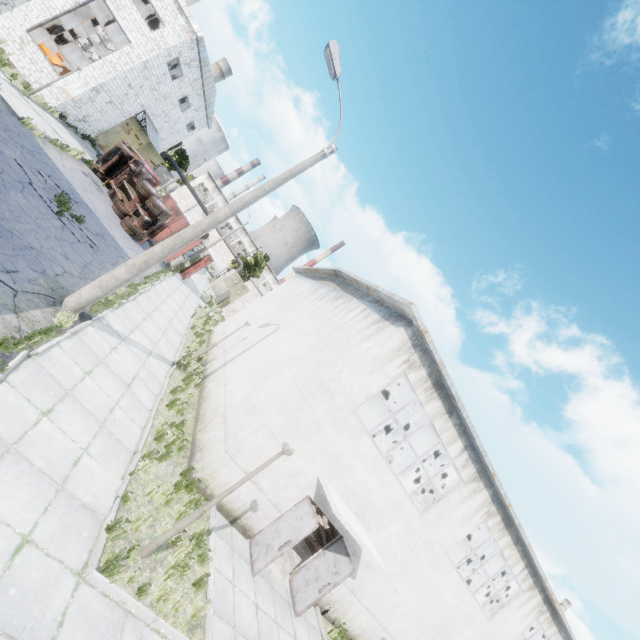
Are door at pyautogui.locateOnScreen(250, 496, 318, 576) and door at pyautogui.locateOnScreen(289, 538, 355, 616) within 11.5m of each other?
yes

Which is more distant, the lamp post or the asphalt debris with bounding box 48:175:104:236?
the asphalt debris with bounding box 48:175:104:236

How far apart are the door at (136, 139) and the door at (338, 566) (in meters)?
34.04

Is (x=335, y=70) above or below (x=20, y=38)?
above

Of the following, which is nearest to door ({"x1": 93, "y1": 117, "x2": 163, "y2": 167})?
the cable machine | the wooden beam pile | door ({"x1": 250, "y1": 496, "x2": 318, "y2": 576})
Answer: the cable machine

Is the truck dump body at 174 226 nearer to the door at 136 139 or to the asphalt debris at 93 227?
the door at 136 139

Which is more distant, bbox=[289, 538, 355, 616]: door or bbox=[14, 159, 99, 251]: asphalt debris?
bbox=[14, 159, 99, 251]: asphalt debris

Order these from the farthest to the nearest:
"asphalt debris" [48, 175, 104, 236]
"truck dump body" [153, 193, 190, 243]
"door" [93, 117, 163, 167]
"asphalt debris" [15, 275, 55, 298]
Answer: "door" [93, 117, 163, 167] < "truck dump body" [153, 193, 190, 243] < "asphalt debris" [48, 175, 104, 236] < "asphalt debris" [15, 275, 55, 298]
